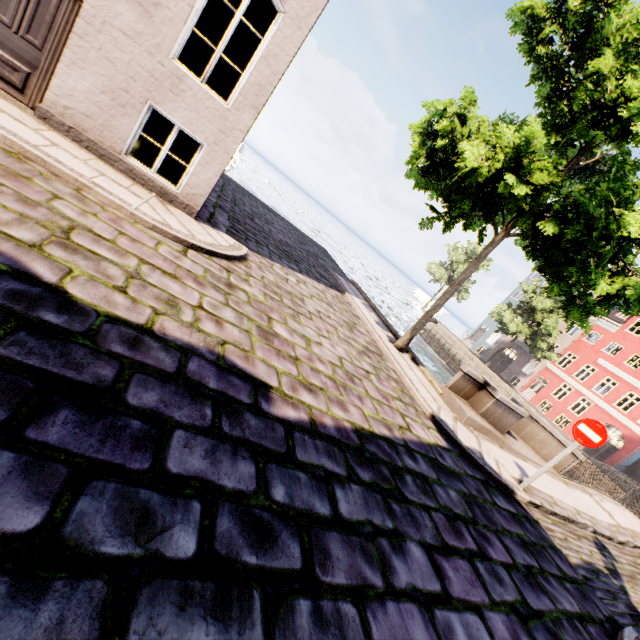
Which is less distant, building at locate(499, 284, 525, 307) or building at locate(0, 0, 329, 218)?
building at locate(0, 0, 329, 218)

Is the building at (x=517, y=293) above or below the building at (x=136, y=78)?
above

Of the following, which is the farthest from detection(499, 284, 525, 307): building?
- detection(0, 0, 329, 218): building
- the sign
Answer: detection(0, 0, 329, 218): building

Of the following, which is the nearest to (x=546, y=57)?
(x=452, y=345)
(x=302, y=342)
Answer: (x=302, y=342)

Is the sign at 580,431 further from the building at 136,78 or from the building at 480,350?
the building at 480,350

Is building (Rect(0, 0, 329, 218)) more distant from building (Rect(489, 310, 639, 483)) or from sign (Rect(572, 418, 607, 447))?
building (Rect(489, 310, 639, 483))
